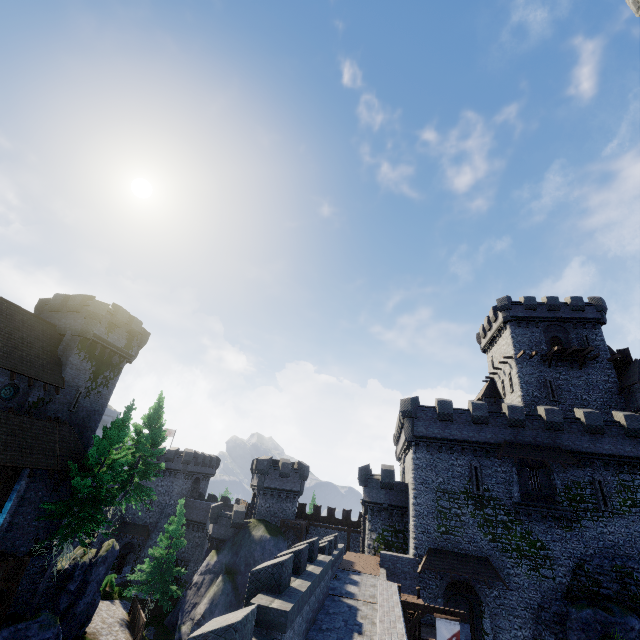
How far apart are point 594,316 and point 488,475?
A: 24.6m

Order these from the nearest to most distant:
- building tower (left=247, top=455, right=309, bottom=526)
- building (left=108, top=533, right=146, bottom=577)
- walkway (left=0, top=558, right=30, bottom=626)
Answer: walkway (left=0, top=558, right=30, bottom=626)
building tower (left=247, top=455, right=309, bottom=526)
building (left=108, top=533, right=146, bottom=577)

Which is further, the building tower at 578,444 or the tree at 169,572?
the tree at 169,572

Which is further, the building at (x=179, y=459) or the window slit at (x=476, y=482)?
the building at (x=179, y=459)

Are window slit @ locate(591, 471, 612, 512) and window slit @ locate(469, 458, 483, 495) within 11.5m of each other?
yes

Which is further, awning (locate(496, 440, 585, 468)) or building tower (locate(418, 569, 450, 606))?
awning (locate(496, 440, 585, 468))

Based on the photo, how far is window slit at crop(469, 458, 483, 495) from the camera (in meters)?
26.95

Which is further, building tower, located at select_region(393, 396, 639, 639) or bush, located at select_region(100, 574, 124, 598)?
bush, located at select_region(100, 574, 124, 598)
